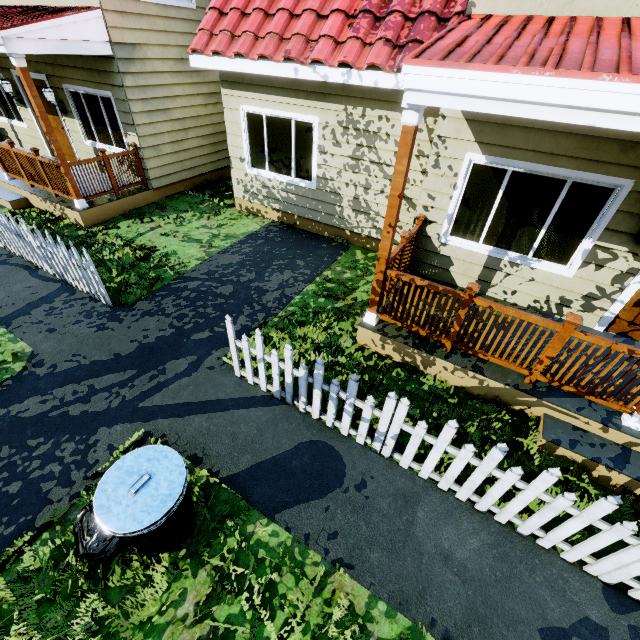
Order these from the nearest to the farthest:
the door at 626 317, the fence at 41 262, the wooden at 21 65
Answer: the door at 626 317, the fence at 41 262, the wooden at 21 65

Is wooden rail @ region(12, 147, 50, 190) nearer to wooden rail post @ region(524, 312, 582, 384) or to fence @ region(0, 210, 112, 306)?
fence @ region(0, 210, 112, 306)

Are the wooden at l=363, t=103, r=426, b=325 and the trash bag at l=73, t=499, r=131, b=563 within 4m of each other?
yes

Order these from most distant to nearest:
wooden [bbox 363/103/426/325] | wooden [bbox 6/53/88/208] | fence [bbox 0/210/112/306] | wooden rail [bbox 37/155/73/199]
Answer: wooden rail [bbox 37/155/73/199], wooden [bbox 6/53/88/208], fence [bbox 0/210/112/306], wooden [bbox 363/103/426/325]

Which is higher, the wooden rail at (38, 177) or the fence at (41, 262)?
the wooden rail at (38, 177)

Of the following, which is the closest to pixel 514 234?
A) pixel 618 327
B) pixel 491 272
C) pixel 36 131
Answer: pixel 491 272

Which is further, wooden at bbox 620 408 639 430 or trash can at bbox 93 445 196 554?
wooden at bbox 620 408 639 430

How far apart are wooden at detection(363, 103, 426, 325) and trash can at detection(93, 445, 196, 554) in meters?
3.0
